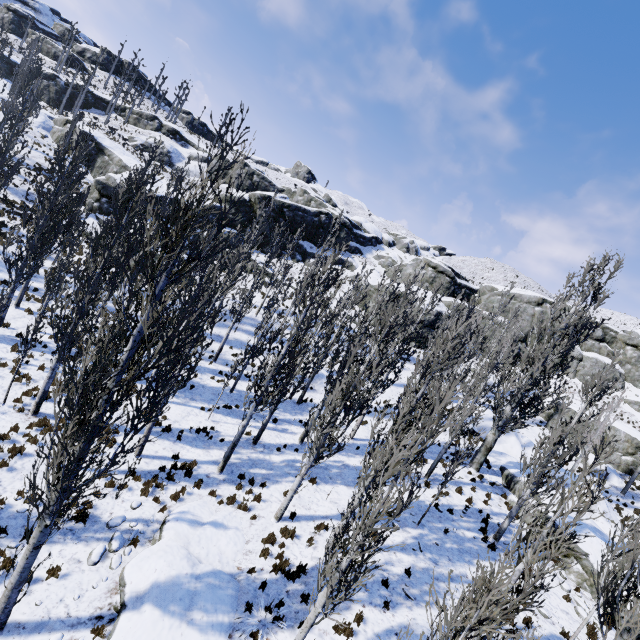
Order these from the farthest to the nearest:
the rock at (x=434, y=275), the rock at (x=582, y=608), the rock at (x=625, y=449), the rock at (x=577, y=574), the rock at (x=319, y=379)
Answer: the rock at (x=434, y=275) → the rock at (x=625, y=449) → the rock at (x=319, y=379) → the rock at (x=577, y=574) → the rock at (x=582, y=608)

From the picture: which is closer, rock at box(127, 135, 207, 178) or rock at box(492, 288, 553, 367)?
rock at box(492, 288, 553, 367)

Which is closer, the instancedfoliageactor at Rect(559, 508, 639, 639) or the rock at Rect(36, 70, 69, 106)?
the instancedfoliageactor at Rect(559, 508, 639, 639)

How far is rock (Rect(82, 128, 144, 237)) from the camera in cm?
3228

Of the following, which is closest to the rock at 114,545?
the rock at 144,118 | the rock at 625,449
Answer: the rock at 625,449

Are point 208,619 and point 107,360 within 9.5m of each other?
no

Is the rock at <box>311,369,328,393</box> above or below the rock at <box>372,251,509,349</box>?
below

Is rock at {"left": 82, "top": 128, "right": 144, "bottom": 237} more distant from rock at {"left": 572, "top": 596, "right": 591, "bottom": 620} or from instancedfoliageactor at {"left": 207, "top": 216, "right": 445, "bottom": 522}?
rock at {"left": 572, "top": 596, "right": 591, "bottom": 620}
